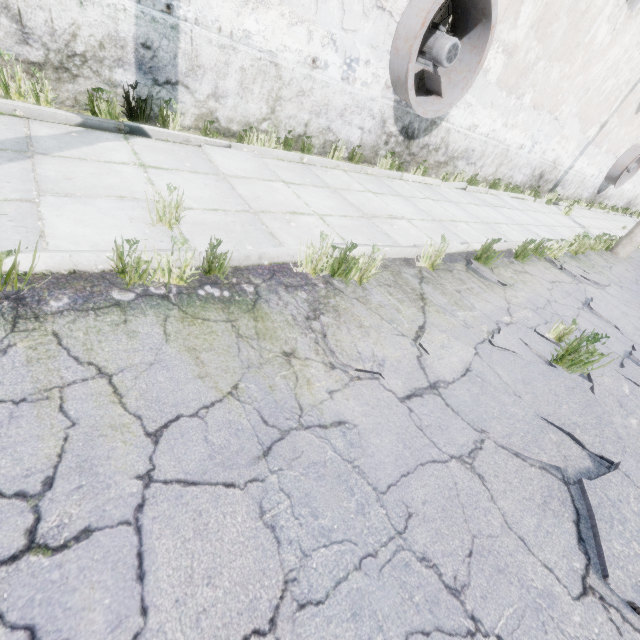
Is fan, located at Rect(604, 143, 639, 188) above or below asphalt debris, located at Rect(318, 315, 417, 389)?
above

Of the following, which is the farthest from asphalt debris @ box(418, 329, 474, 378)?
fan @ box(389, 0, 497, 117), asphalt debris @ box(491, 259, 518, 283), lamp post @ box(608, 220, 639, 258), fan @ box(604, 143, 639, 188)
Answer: fan @ box(604, 143, 639, 188)

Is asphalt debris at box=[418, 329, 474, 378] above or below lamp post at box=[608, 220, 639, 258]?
below

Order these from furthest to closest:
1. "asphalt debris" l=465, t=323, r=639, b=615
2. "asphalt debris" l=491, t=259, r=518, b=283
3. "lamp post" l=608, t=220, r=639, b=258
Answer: "lamp post" l=608, t=220, r=639, b=258
"asphalt debris" l=491, t=259, r=518, b=283
"asphalt debris" l=465, t=323, r=639, b=615

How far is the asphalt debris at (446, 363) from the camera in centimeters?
285cm

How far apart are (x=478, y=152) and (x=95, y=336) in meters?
11.5 m

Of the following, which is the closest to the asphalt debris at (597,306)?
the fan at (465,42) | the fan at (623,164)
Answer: the fan at (465,42)
